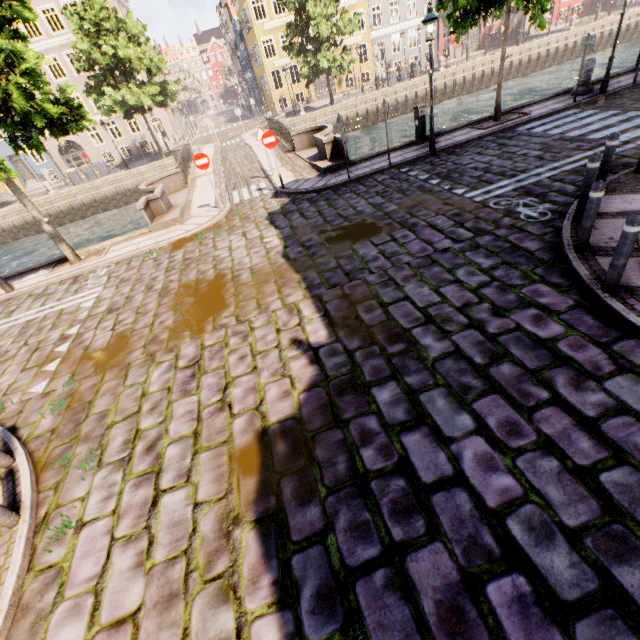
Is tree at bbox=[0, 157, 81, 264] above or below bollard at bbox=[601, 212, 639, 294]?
above

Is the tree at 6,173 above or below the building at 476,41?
above

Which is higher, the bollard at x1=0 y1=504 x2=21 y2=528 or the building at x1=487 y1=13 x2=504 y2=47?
the building at x1=487 y1=13 x2=504 y2=47

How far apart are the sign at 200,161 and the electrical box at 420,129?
7.73m

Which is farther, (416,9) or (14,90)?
(416,9)

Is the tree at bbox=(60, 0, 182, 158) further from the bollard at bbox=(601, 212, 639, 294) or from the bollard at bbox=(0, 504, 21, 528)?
the bollard at bbox=(601, 212, 639, 294)

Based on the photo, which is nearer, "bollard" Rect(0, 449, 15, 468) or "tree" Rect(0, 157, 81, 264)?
"bollard" Rect(0, 449, 15, 468)

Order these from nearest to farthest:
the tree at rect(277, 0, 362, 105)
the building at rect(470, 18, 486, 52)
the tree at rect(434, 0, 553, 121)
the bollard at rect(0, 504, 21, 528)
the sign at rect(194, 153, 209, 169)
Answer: the bollard at rect(0, 504, 21, 528)
the tree at rect(434, 0, 553, 121)
the sign at rect(194, 153, 209, 169)
the tree at rect(277, 0, 362, 105)
the building at rect(470, 18, 486, 52)
